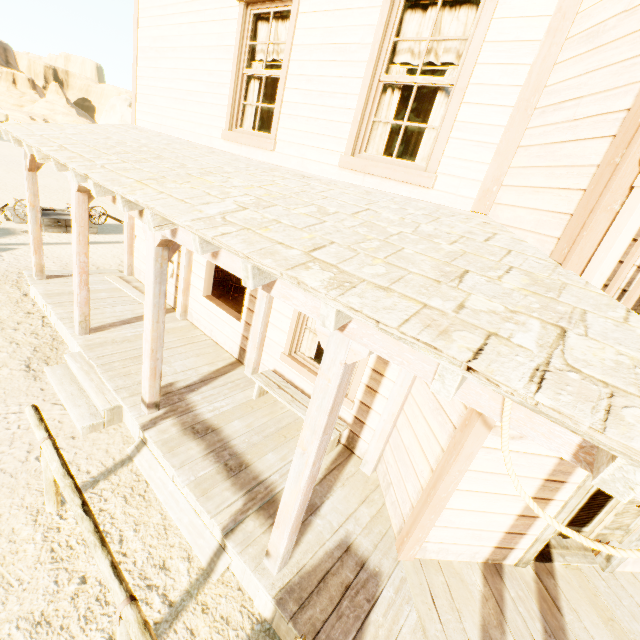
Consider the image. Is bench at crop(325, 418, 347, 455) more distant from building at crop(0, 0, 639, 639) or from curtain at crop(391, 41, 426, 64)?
curtain at crop(391, 41, 426, 64)

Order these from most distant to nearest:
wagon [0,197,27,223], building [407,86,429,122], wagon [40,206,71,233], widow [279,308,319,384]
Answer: wagon [40,206,71,233]
wagon [0,197,27,223]
building [407,86,429,122]
widow [279,308,319,384]

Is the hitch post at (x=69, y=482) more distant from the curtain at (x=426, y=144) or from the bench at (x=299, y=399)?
the curtain at (x=426, y=144)

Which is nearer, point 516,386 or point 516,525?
point 516,386

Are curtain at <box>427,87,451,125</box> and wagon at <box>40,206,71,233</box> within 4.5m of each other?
no

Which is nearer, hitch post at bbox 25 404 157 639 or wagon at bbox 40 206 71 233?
hitch post at bbox 25 404 157 639

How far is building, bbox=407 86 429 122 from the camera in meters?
6.1 m

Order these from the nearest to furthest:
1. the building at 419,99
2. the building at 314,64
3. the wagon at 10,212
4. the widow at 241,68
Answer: the building at 314,64
the widow at 241,68
the building at 419,99
the wagon at 10,212
